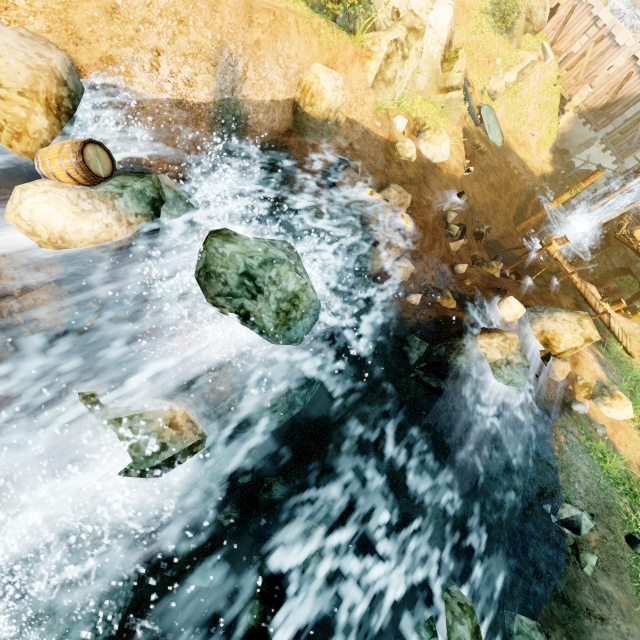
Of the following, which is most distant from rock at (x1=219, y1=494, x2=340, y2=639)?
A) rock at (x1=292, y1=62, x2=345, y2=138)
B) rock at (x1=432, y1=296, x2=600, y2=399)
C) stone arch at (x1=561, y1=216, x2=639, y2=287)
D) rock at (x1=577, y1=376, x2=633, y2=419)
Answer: stone arch at (x1=561, y1=216, x2=639, y2=287)

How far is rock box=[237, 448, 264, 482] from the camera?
5.80m

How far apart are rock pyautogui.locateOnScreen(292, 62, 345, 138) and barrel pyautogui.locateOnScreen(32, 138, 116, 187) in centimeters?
691cm

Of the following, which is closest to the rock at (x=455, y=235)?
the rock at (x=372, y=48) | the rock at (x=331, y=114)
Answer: the rock at (x=372, y=48)

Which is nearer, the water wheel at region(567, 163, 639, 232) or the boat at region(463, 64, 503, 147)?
the water wheel at region(567, 163, 639, 232)

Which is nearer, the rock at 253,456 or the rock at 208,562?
the rock at 208,562

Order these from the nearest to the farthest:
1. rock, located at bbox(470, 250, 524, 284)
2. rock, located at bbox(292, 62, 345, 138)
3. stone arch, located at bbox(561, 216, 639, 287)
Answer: rock, located at bbox(292, 62, 345, 138) → rock, located at bbox(470, 250, 524, 284) → stone arch, located at bbox(561, 216, 639, 287)

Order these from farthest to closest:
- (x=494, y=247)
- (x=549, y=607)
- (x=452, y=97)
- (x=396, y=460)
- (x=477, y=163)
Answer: A:
1. (x=477, y=163)
2. (x=494, y=247)
3. (x=452, y=97)
4. (x=396, y=460)
5. (x=549, y=607)
